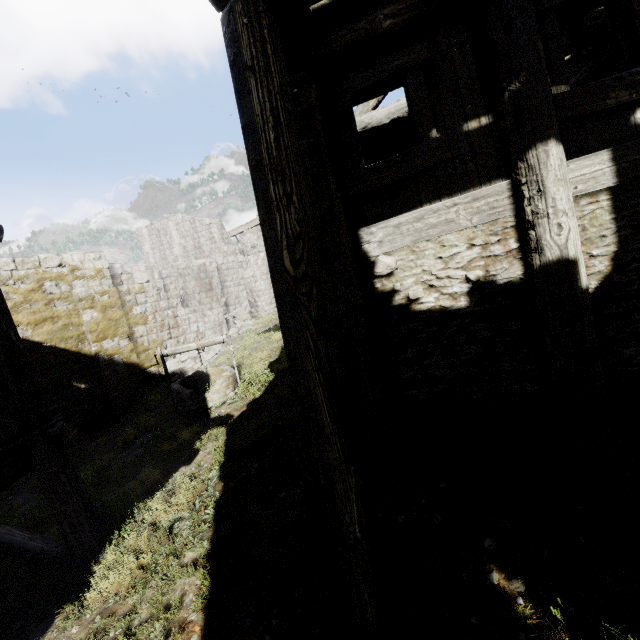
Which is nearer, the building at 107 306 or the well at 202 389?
the building at 107 306

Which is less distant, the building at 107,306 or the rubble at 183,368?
the building at 107,306

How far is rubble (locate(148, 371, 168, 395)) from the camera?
12.8 meters

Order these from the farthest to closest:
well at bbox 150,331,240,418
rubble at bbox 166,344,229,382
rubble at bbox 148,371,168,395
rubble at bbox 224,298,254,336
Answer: rubble at bbox 224,298,254,336
rubble at bbox 166,344,229,382
rubble at bbox 148,371,168,395
well at bbox 150,331,240,418

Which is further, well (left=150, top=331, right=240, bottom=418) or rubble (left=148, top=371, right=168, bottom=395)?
rubble (left=148, top=371, right=168, bottom=395)

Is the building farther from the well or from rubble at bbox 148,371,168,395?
the well

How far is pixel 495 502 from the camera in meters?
3.4 m

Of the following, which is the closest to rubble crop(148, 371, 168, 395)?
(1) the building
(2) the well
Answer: (1) the building
